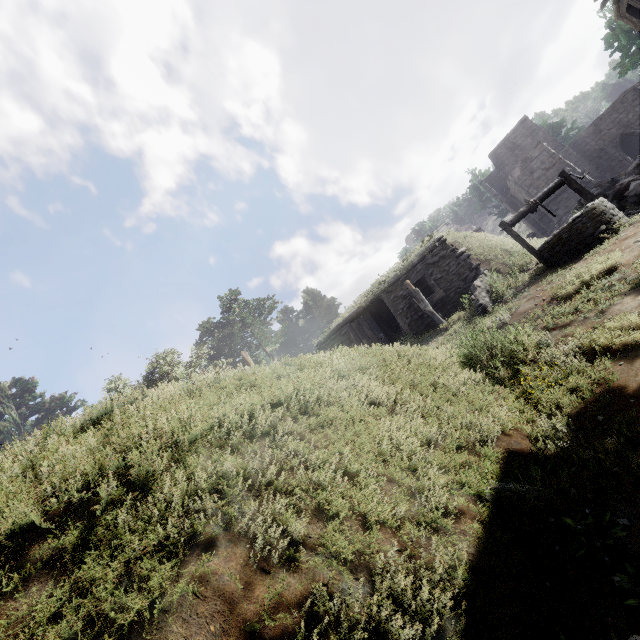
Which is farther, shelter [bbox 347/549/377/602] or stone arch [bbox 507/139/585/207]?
stone arch [bbox 507/139/585/207]

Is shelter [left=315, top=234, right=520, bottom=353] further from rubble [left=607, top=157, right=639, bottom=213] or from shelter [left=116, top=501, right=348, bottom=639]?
shelter [left=116, top=501, right=348, bottom=639]

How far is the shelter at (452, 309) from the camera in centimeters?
1206cm

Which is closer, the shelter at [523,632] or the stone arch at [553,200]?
the shelter at [523,632]

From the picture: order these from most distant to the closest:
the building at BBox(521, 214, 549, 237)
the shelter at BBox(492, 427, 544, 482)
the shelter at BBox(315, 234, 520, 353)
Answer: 1. the building at BBox(521, 214, 549, 237)
2. the shelter at BBox(315, 234, 520, 353)
3. the shelter at BBox(492, 427, 544, 482)

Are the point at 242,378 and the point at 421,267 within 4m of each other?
no

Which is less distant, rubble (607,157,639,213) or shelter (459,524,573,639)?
shelter (459,524,573,639)

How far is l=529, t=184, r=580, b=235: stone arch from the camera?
22.2m
